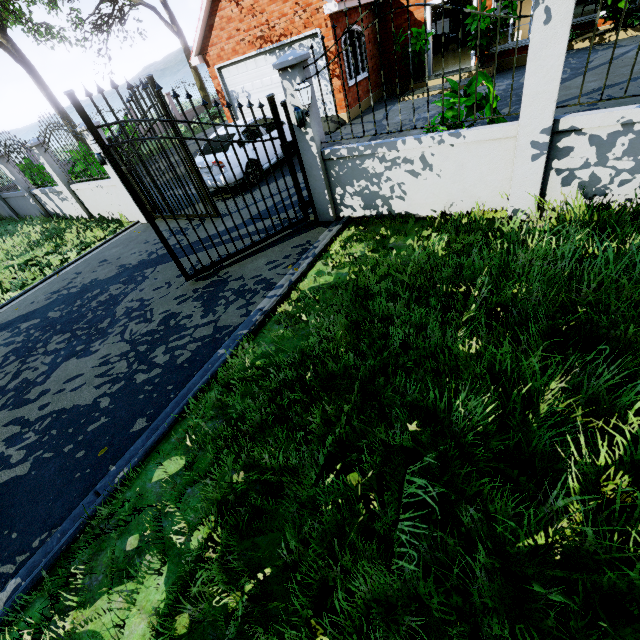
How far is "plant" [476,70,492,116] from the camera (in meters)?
4.31

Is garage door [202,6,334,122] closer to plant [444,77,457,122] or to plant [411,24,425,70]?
plant [411,24,425,70]

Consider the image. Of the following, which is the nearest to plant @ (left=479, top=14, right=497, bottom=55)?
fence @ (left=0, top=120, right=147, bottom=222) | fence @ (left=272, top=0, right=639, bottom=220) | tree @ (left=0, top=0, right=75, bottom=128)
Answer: tree @ (left=0, top=0, right=75, bottom=128)

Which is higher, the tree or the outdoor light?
the tree

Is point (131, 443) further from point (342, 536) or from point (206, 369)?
point (342, 536)

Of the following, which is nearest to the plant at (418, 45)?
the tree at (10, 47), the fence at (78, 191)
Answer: the tree at (10, 47)

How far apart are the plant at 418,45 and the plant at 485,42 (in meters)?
1.11

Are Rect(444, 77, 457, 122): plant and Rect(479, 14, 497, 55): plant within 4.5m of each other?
no
